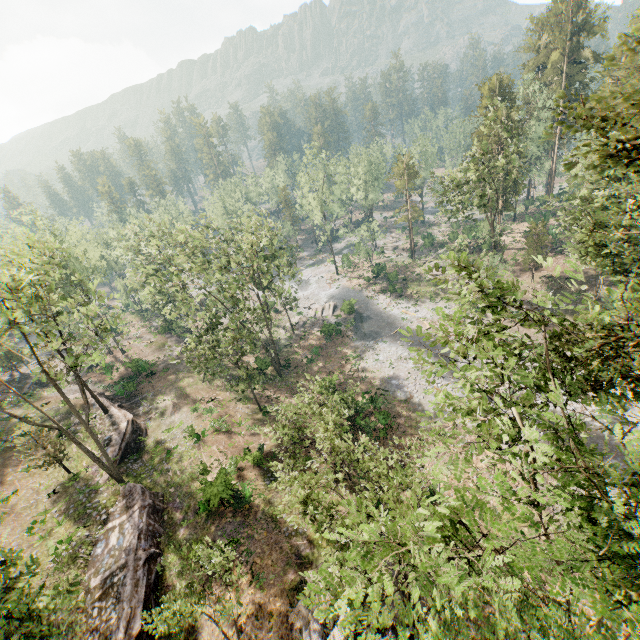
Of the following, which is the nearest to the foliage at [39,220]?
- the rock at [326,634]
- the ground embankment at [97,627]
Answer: the ground embankment at [97,627]

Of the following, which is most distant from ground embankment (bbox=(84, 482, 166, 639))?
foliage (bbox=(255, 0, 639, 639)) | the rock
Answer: the rock

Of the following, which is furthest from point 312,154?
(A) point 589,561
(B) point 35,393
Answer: (A) point 589,561

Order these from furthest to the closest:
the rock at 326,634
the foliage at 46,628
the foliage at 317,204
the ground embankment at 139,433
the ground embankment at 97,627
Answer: the foliage at 317,204 → the ground embankment at 139,433 → the ground embankment at 97,627 → the rock at 326,634 → the foliage at 46,628

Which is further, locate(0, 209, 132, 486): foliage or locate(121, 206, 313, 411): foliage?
locate(121, 206, 313, 411): foliage

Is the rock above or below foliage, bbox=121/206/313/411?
below

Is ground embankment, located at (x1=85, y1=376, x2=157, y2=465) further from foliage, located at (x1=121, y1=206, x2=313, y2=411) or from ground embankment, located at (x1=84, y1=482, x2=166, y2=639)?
ground embankment, located at (x1=84, y1=482, x2=166, y2=639)
